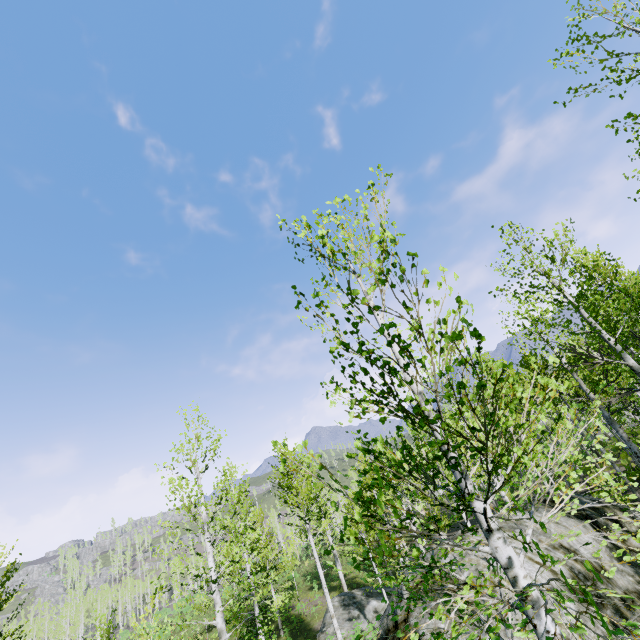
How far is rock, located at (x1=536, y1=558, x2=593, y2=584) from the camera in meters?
6.9

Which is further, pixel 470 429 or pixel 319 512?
pixel 319 512

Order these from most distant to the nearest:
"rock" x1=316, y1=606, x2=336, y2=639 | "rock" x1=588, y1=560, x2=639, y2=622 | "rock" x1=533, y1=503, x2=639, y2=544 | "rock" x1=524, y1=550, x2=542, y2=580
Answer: "rock" x1=316, y1=606, x2=336, y2=639 < "rock" x1=533, y1=503, x2=639, y2=544 < "rock" x1=524, y1=550, x2=542, y2=580 < "rock" x1=588, y1=560, x2=639, y2=622

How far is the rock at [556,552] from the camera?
7.5 meters

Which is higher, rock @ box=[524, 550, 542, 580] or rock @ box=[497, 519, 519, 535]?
rock @ box=[497, 519, 519, 535]

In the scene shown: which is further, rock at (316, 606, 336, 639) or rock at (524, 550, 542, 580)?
rock at (316, 606, 336, 639)

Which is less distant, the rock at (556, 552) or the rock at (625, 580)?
the rock at (625, 580)
